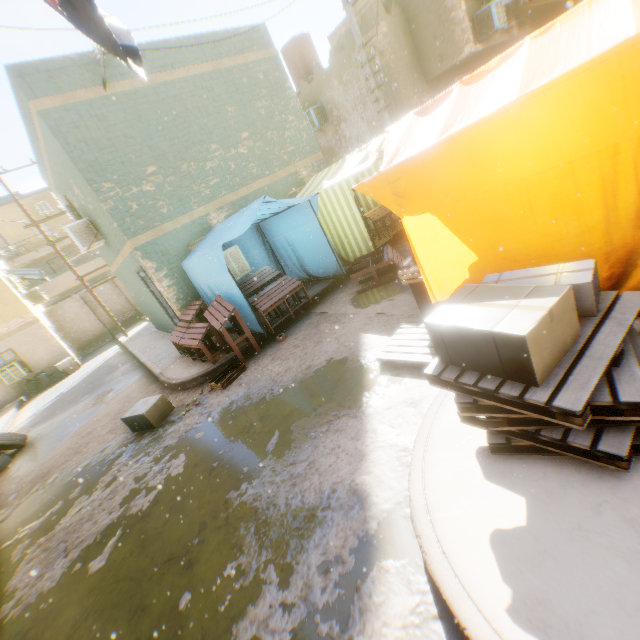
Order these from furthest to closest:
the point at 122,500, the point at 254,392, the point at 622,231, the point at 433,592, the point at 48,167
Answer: the point at 48,167, the point at 254,392, the point at 122,500, the point at 622,231, the point at 433,592

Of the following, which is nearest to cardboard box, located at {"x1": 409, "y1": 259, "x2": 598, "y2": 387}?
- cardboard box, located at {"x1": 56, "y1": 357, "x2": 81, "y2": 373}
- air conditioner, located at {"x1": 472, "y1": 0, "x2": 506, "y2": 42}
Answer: air conditioner, located at {"x1": 472, "y1": 0, "x2": 506, "y2": 42}

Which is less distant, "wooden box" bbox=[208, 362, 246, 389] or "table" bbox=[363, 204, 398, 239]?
"wooden box" bbox=[208, 362, 246, 389]

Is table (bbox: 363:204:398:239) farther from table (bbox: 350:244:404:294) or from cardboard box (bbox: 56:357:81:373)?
cardboard box (bbox: 56:357:81:373)

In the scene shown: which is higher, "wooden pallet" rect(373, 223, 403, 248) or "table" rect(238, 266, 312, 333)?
"table" rect(238, 266, 312, 333)

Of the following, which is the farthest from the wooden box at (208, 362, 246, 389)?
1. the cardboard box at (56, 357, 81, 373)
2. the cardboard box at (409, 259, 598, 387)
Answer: the cardboard box at (56, 357, 81, 373)

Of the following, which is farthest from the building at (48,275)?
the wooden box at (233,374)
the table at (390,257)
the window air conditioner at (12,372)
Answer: the wooden box at (233,374)

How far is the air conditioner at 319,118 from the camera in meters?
14.1 m
